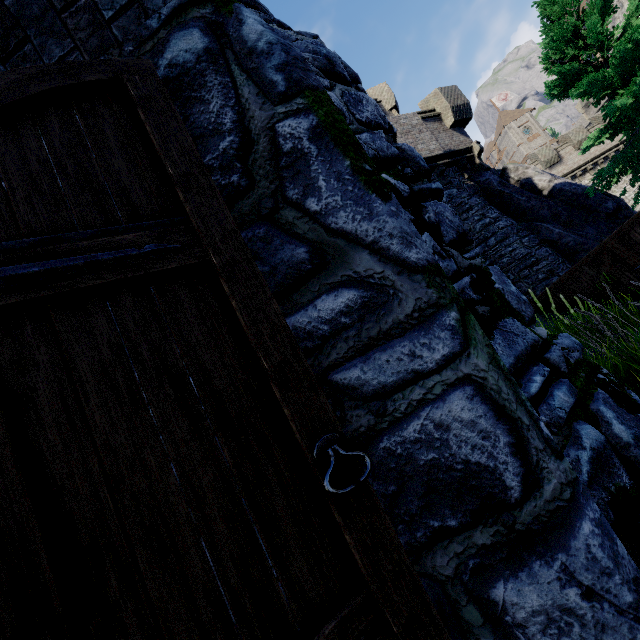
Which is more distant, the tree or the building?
the tree

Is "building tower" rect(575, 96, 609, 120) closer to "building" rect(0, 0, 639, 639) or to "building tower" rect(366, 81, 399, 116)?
"building tower" rect(366, 81, 399, 116)

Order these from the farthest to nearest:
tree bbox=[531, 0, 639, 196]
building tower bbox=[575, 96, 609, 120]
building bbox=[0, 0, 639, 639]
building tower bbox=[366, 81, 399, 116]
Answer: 1. building tower bbox=[575, 96, 609, 120]
2. building tower bbox=[366, 81, 399, 116]
3. tree bbox=[531, 0, 639, 196]
4. building bbox=[0, 0, 639, 639]

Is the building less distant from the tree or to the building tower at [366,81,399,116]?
the building tower at [366,81,399,116]

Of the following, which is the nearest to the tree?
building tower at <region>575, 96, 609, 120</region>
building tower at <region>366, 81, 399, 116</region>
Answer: building tower at <region>366, 81, 399, 116</region>

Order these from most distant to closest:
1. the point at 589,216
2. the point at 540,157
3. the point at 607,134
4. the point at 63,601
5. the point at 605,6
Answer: the point at 540,157, the point at 589,216, the point at 607,134, the point at 605,6, the point at 63,601

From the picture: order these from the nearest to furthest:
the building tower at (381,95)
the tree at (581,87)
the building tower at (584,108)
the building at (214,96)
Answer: the building at (214,96) → the tree at (581,87) → the building tower at (381,95) → the building tower at (584,108)

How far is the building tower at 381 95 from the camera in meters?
20.9
